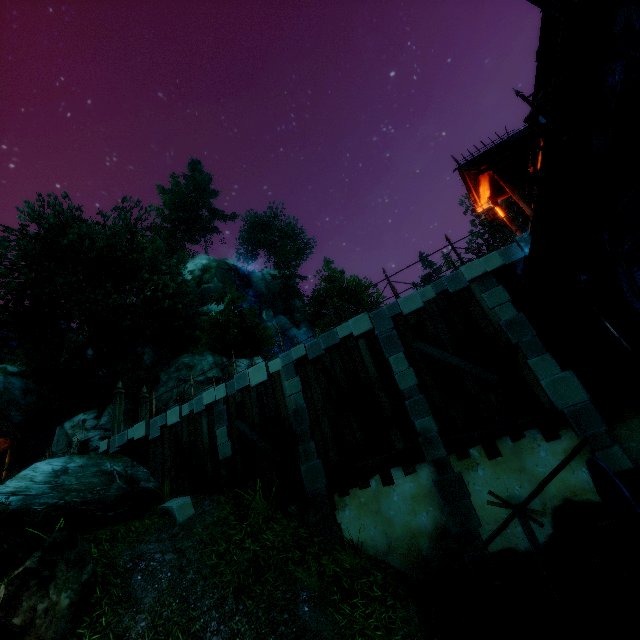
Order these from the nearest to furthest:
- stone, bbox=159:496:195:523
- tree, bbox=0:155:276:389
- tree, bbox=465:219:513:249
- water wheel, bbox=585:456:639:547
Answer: water wheel, bbox=585:456:639:547 < stone, bbox=159:496:195:523 < tree, bbox=0:155:276:389 < tree, bbox=465:219:513:249

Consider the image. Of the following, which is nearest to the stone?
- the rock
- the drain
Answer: the rock

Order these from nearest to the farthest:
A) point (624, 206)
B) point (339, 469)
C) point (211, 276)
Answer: point (624, 206) → point (339, 469) → point (211, 276)

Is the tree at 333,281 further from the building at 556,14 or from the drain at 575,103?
the drain at 575,103

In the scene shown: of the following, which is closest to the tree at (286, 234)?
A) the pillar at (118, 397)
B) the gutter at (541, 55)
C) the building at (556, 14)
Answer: the pillar at (118, 397)

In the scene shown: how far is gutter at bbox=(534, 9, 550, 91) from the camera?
7.0 meters

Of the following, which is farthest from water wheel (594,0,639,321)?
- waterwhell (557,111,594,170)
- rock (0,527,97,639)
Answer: rock (0,527,97,639)

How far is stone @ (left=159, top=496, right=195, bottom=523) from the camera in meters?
9.2
